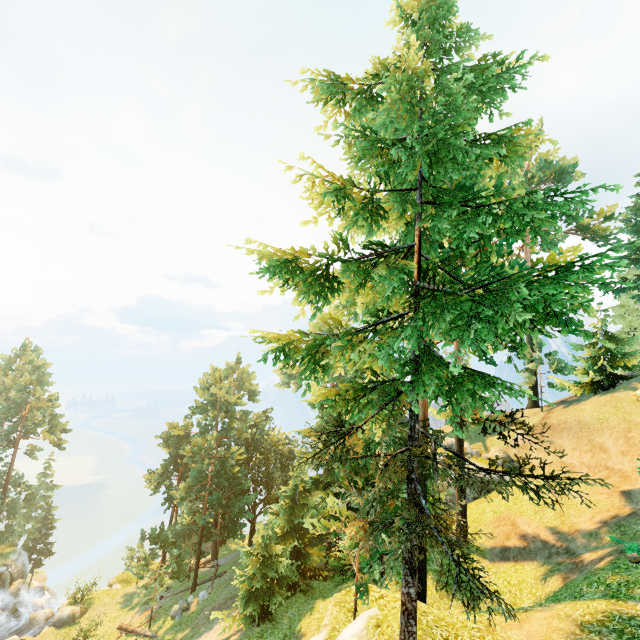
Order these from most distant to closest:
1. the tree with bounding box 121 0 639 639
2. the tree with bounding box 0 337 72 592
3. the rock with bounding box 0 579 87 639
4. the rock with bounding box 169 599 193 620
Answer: the tree with bounding box 0 337 72 592, the rock with bounding box 0 579 87 639, the rock with bounding box 169 599 193 620, the tree with bounding box 121 0 639 639

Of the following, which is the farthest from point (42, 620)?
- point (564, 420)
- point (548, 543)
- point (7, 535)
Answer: point (564, 420)

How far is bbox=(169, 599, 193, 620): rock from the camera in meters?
27.6 m

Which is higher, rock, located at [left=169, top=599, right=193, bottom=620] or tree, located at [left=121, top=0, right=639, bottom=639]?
tree, located at [left=121, top=0, right=639, bottom=639]

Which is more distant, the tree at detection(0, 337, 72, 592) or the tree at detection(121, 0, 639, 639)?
the tree at detection(0, 337, 72, 592)

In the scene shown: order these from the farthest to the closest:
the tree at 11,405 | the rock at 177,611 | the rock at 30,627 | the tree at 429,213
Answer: the tree at 11,405, the rock at 30,627, the rock at 177,611, the tree at 429,213

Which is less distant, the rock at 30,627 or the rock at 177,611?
the rock at 177,611

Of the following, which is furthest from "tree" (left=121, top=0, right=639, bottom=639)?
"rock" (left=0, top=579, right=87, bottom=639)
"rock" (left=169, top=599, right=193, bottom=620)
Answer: "rock" (left=0, top=579, right=87, bottom=639)
